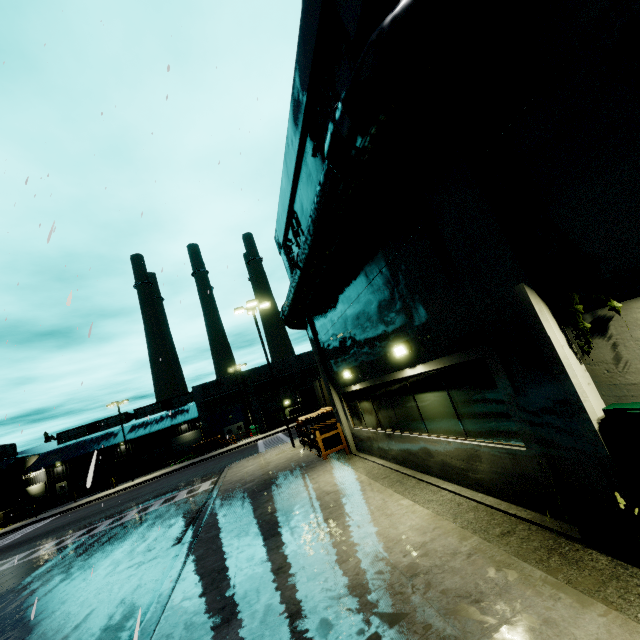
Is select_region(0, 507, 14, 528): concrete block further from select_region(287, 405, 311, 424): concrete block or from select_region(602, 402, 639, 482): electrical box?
select_region(602, 402, 639, 482): electrical box

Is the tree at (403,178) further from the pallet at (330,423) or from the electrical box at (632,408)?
the pallet at (330,423)

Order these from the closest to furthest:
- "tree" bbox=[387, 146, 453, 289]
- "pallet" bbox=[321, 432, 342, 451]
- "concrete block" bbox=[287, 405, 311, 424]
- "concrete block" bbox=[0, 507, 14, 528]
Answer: "tree" bbox=[387, 146, 453, 289]
"pallet" bbox=[321, 432, 342, 451]
"concrete block" bbox=[0, 507, 14, 528]
"concrete block" bbox=[287, 405, 311, 424]

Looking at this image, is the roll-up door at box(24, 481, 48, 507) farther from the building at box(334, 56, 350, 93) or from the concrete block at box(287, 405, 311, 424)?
the concrete block at box(287, 405, 311, 424)

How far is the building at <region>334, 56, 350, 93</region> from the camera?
6.6m

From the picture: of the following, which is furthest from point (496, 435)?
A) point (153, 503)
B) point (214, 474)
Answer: point (214, 474)

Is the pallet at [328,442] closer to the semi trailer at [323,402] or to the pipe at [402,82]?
the pipe at [402,82]

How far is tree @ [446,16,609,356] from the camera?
3.38m
